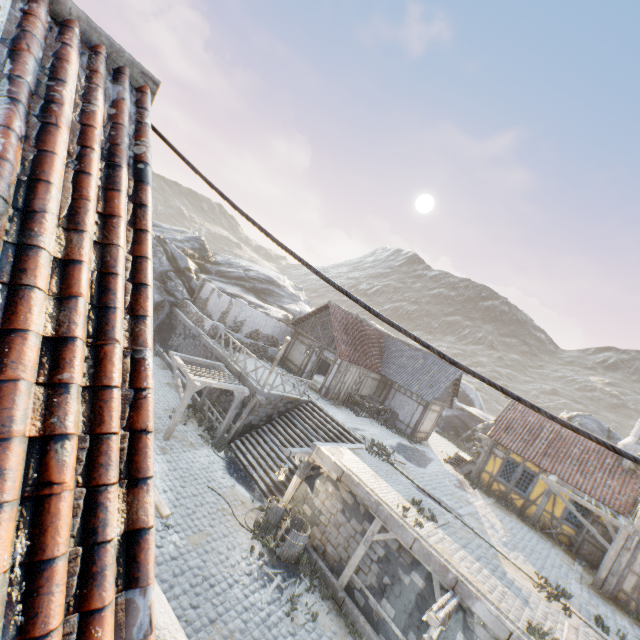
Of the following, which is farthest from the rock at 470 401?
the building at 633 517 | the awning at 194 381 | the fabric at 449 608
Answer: the fabric at 449 608

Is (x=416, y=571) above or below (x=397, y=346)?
below

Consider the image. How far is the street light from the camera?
12.3m

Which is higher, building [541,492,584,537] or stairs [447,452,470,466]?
building [541,492,584,537]

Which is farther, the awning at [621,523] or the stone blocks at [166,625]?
the awning at [621,523]

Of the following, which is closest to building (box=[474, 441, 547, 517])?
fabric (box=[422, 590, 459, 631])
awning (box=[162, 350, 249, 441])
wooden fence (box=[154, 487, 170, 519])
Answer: fabric (box=[422, 590, 459, 631])

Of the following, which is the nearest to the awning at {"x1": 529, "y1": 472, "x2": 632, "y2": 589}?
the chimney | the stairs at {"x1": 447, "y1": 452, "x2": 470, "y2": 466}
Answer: the chimney

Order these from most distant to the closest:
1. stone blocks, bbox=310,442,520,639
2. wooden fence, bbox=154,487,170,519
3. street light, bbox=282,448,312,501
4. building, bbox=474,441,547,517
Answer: building, bbox=474,441,547,517, street light, bbox=282,448,312,501, stone blocks, bbox=310,442,520,639, wooden fence, bbox=154,487,170,519
